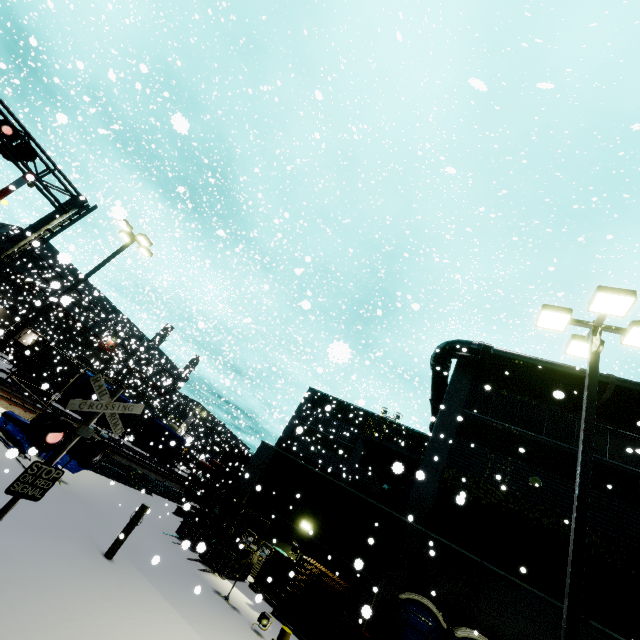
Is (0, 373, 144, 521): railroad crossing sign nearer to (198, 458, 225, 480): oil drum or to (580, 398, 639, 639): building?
(580, 398, 639, 639): building

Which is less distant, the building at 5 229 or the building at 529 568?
the building at 529 568

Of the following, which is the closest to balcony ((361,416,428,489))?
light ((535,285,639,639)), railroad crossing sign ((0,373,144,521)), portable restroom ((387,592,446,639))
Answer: portable restroom ((387,592,446,639))

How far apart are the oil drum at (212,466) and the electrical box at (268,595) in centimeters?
1306cm

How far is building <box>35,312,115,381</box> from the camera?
48.9m

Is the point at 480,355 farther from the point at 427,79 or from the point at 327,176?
the point at 427,79

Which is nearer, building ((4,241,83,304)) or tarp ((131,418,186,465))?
tarp ((131,418,186,465))

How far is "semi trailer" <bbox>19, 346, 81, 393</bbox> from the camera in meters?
25.4
